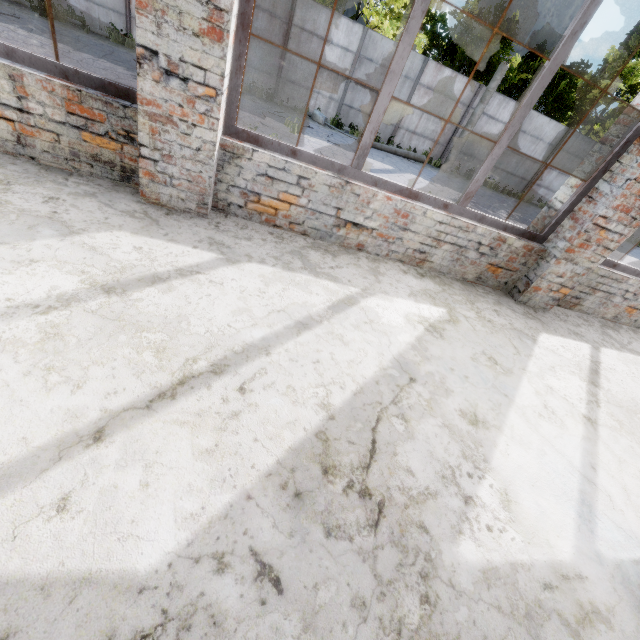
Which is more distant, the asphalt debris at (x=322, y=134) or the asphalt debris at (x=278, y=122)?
the asphalt debris at (x=322, y=134)

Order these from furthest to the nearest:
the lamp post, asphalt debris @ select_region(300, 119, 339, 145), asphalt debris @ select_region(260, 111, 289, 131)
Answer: the lamp post < asphalt debris @ select_region(300, 119, 339, 145) < asphalt debris @ select_region(260, 111, 289, 131)

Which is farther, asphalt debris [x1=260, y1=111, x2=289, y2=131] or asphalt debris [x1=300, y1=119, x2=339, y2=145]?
asphalt debris [x1=300, y1=119, x2=339, y2=145]

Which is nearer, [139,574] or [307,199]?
[139,574]

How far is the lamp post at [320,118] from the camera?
14.02m

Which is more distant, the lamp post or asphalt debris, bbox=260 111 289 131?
the lamp post

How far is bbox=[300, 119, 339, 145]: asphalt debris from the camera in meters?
12.6
